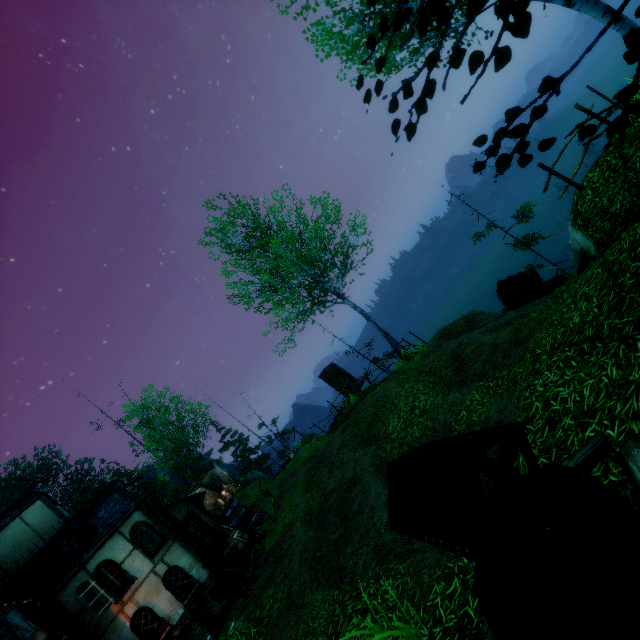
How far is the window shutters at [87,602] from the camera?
11.7 meters

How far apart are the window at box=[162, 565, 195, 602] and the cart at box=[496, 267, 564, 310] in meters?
17.6 m

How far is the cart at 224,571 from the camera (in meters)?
10.53

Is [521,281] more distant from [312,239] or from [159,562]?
[159,562]

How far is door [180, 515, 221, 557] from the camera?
16.3 meters

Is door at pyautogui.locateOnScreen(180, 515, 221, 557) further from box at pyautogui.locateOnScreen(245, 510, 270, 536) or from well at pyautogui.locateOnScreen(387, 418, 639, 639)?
well at pyautogui.locateOnScreen(387, 418, 639, 639)

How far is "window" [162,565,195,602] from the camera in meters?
12.9 m

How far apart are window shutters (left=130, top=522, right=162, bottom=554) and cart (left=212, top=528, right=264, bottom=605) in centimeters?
342cm
